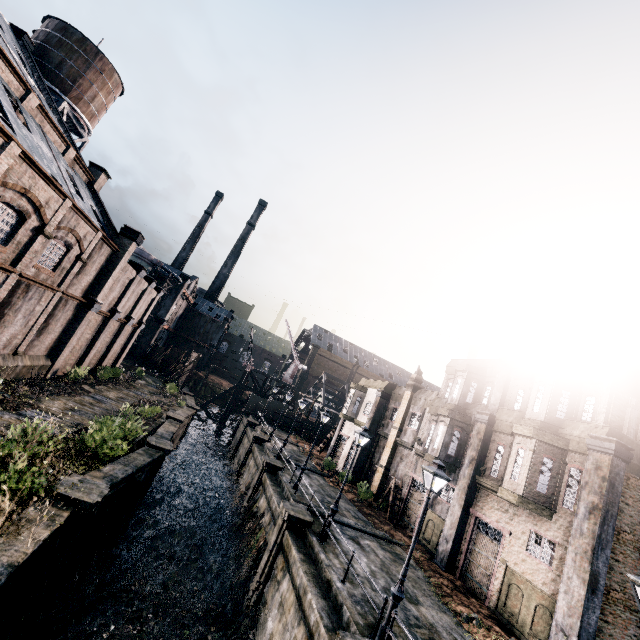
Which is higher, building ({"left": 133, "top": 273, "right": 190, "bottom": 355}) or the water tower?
the water tower

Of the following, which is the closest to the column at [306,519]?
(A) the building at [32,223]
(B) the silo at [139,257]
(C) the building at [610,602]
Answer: (C) the building at [610,602]

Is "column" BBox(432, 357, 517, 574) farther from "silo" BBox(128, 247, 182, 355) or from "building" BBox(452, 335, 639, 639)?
"silo" BBox(128, 247, 182, 355)

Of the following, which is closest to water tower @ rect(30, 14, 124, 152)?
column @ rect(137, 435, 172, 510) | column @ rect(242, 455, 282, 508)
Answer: column @ rect(137, 435, 172, 510)

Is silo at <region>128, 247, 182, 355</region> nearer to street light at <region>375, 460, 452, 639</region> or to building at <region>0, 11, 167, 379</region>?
building at <region>0, 11, 167, 379</region>

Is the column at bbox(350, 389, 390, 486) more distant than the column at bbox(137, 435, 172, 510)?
Yes

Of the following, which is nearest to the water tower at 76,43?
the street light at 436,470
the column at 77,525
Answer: the column at 77,525

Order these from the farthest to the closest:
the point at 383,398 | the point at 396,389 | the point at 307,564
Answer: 1. the point at 396,389
2. the point at 383,398
3. the point at 307,564
